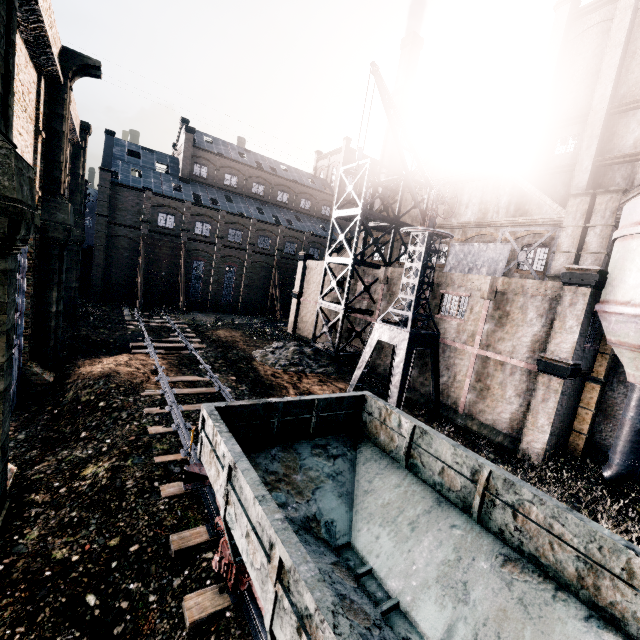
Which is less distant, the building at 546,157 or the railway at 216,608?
the railway at 216,608

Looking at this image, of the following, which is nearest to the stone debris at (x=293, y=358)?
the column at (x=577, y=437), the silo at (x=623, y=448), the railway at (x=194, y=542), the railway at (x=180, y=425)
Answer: the railway at (x=180, y=425)

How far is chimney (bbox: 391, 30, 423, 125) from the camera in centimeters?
4141cm

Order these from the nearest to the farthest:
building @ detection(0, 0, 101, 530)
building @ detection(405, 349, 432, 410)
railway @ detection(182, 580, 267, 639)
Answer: Result: railway @ detection(182, 580, 267, 639), building @ detection(0, 0, 101, 530), building @ detection(405, 349, 432, 410)

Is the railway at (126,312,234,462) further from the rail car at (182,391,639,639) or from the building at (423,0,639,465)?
the building at (423,0,639,465)

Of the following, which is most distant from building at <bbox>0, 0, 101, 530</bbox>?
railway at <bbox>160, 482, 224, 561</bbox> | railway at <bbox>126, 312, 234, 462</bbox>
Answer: railway at <bbox>126, 312, 234, 462</bbox>

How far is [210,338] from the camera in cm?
3002

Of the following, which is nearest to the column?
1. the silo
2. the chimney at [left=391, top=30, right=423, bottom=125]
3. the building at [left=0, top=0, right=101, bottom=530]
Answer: the building at [left=0, top=0, right=101, bottom=530]
